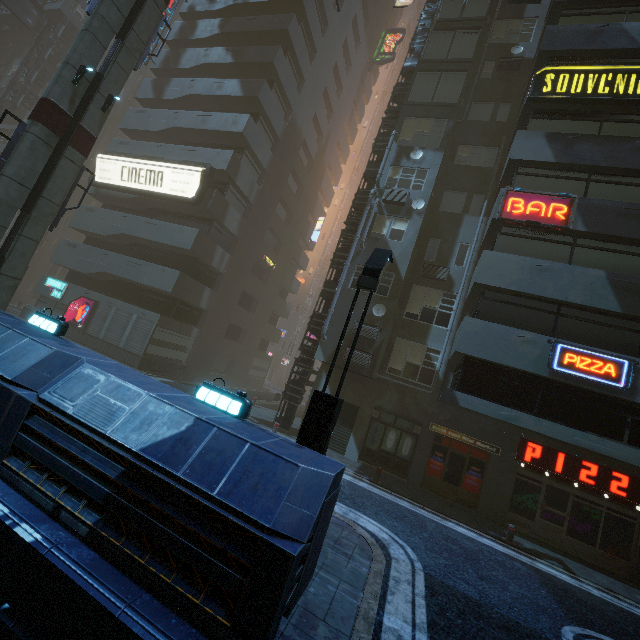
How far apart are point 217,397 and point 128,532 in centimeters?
255cm

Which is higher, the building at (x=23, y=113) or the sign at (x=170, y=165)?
the building at (x=23, y=113)

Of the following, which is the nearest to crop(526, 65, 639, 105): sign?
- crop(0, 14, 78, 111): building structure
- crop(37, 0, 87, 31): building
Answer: crop(37, 0, 87, 31): building

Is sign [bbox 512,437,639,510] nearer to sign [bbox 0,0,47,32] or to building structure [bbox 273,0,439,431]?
building structure [bbox 273,0,439,431]

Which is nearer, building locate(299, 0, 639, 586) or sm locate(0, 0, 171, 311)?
building locate(299, 0, 639, 586)

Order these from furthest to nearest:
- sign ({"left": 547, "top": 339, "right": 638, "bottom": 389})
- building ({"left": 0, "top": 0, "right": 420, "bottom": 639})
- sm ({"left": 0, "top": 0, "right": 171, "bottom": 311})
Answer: sm ({"left": 0, "top": 0, "right": 171, "bottom": 311}) → sign ({"left": 547, "top": 339, "right": 638, "bottom": 389}) → building ({"left": 0, "top": 0, "right": 420, "bottom": 639})

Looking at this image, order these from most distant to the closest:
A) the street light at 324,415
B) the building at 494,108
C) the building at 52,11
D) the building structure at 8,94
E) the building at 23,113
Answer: the building at 23,113, the building at 52,11, the building structure at 8,94, the building at 494,108, the street light at 324,415

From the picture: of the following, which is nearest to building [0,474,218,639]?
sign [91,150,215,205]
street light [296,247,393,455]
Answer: sign [91,150,215,205]
